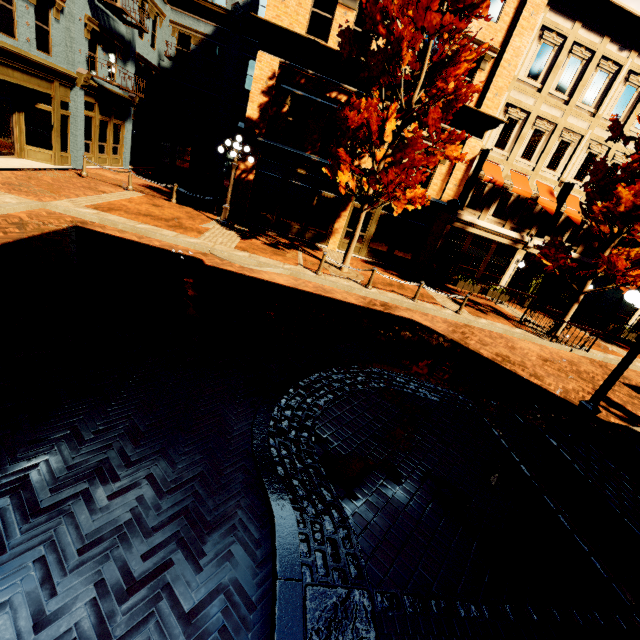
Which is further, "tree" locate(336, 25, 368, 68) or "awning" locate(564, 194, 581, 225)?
"awning" locate(564, 194, 581, 225)

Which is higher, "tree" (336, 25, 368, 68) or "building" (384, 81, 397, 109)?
"tree" (336, 25, 368, 68)

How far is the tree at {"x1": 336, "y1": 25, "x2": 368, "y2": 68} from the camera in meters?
11.3 m

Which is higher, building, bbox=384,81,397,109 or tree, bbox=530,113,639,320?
building, bbox=384,81,397,109

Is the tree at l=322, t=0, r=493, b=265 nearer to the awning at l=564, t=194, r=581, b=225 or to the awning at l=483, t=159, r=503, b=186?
the awning at l=483, t=159, r=503, b=186

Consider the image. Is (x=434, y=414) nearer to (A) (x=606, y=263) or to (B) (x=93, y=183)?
(A) (x=606, y=263)

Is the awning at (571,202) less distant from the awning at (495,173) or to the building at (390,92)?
the building at (390,92)

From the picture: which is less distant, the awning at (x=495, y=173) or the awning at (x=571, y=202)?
the awning at (x=495, y=173)
